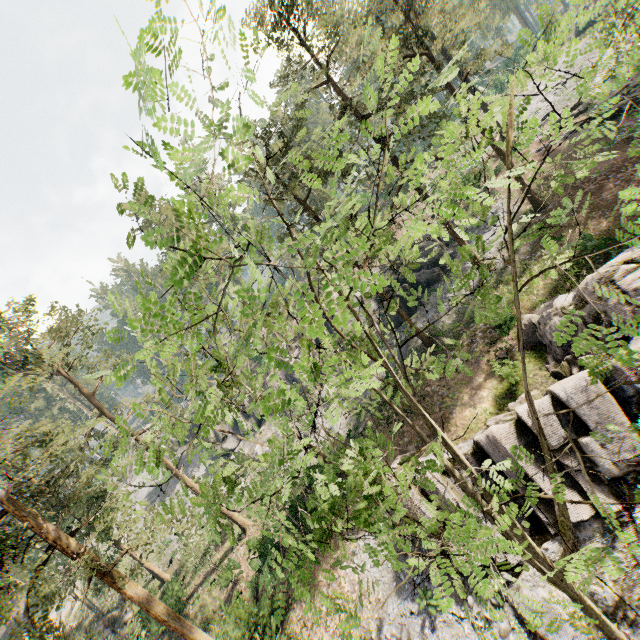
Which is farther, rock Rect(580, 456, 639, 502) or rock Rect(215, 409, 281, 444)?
rock Rect(215, 409, 281, 444)

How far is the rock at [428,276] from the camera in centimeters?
3089cm

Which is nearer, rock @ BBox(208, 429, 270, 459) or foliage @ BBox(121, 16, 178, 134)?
foliage @ BBox(121, 16, 178, 134)

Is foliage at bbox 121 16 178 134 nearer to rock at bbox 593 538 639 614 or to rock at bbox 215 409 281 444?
rock at bbox 593 538 639 614

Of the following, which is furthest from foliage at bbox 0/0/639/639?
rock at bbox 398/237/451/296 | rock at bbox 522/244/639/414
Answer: rock at bbox 398/237/451/296

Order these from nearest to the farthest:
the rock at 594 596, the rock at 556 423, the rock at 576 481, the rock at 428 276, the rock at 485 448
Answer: the rock at 594 596
the rock at 576 481
the rock at 556 423
the rock at 485 448
the rock at 428 276

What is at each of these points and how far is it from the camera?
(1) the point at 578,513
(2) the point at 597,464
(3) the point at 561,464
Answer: (1) rock, 12.8m
(2) rock, 12.7m
(3) rock, 13.8m
